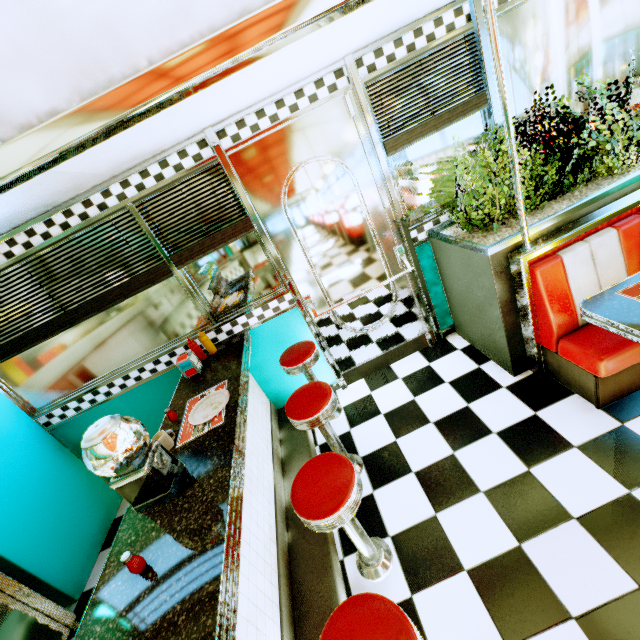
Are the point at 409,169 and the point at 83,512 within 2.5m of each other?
no

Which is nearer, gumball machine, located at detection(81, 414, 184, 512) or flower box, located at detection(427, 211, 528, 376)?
gumball machine, located at detection(81, 414, 184, 512)

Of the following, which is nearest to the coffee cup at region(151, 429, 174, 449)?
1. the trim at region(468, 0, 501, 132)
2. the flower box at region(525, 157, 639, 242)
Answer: the flower box at region(525, 157, 639, 242)

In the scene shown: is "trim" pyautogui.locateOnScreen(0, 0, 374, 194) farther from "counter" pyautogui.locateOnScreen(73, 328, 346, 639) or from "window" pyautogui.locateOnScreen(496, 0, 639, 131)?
"counter" pyautogui.locateOnScreen(73, 328, 346, 639)

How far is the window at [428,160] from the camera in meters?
2.6 m

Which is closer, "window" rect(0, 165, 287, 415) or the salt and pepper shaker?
the salt and pepper shaker

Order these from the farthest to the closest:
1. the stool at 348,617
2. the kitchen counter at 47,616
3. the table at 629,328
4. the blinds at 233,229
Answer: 1. the blinds at 233,229
2. the kitchen counter at 47,616
3. the table at 629,328
4. the stool at 348,617

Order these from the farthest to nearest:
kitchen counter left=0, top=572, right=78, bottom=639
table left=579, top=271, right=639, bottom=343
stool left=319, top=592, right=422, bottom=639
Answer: kitchen counter left=0, top=572, right=78, bottom=639
table left=579, top=271, right=639, bottom=343
stool left=319, top=592, right=422, bottom=639
